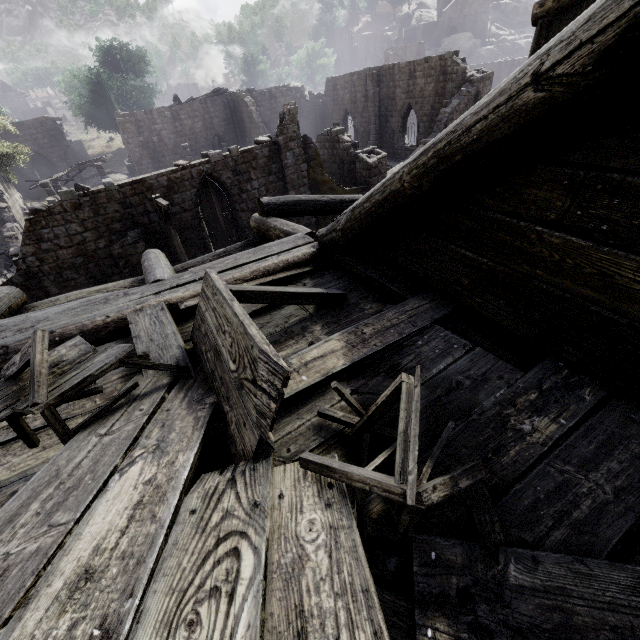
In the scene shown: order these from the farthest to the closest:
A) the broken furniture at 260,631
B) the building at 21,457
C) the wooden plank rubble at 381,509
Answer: the building at 21,457, the wooden plank rubble at 381,509, the broken furniture at 260,631

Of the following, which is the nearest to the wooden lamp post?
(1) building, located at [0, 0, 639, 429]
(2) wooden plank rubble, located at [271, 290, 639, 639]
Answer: (1) building, located at [0, 0, 639, 429]

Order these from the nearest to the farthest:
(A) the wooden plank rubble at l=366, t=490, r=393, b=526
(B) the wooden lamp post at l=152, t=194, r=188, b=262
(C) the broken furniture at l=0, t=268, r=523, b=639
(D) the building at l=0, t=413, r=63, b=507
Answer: (C) the broken furniture at l=0, t=268, r=523, b=639, (A) the wooden plank rubble at l=366, t=490, r=393, b=526, (D) the building at l=0, t=413, r=63, b=507, (B) the wooden lamp post at l=152, t=194, r=188, b=262

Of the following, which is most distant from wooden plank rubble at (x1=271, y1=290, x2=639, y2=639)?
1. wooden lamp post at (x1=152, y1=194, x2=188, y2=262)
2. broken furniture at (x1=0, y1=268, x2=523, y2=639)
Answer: wooden lamp post at (x1=152, y1=194, x2=188, y2=262)

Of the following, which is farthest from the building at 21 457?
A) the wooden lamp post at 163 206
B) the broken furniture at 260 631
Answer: the wooden lamp post at 163 206

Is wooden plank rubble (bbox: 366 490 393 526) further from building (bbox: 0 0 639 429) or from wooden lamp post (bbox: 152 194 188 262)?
wooden lamp post (bbox: 152 194 188 262)

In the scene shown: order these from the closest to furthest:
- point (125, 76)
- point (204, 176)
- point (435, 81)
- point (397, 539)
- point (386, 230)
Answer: point (397, 539), point (386, 230), point (204, 176), point (435, 81), point (125, 76)
